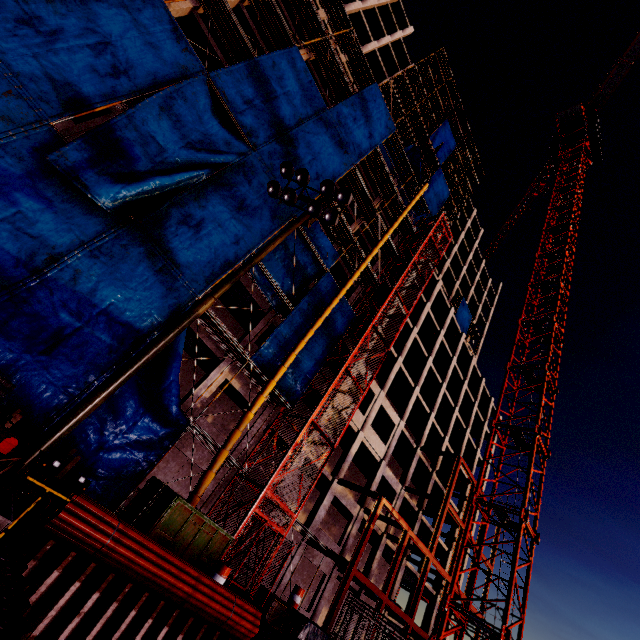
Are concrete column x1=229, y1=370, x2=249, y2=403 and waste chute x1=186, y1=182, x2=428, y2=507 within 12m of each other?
yes

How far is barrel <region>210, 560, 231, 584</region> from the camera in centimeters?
1140cm

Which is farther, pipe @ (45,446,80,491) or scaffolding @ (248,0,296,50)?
scaffolding @ (248,0,296,50)

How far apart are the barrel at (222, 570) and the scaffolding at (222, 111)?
19.1 meters

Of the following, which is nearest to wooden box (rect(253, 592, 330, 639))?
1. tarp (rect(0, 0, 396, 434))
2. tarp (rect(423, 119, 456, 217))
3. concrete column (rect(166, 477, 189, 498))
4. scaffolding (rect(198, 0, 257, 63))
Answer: concrete column (rect(166, 477, 189, 498))

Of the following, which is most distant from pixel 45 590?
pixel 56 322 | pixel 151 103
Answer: pixel 151 103

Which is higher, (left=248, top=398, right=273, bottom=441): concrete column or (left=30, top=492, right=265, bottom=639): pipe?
(left=248, top=398, right=273, bottom=441): concrete column

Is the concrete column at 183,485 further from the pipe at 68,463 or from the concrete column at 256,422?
the pipe at 68,463
